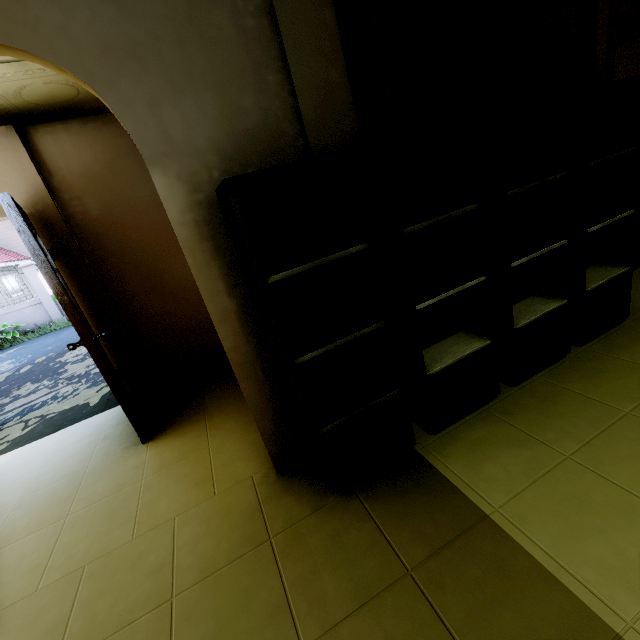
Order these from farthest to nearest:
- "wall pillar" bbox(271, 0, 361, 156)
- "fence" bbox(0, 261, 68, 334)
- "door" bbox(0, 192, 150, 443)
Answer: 1. "fence" bbox(0, 261, 68, 334)
2. "door" bbox(0, 192, 150, 443)
3. "wall pillar" bbox(271, 0, 361, 156)

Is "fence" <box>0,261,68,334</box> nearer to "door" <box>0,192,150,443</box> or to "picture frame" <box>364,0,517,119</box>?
"door" <box>0,192,150,443</box>

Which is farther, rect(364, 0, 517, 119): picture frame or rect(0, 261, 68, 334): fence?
rect(0, 261, 68, 334): fence

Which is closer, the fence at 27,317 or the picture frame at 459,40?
the picture frame at 459,40

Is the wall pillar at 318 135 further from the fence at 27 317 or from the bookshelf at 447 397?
the fence at 27 317

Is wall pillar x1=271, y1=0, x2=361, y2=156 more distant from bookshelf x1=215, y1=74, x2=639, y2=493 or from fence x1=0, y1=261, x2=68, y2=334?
fence x1=0, y1=261, x2=68, y2=334

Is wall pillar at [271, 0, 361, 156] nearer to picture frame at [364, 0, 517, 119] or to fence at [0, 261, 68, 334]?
picture frame at [364, 0, 517, 119]

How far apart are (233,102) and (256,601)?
2.3 meters
